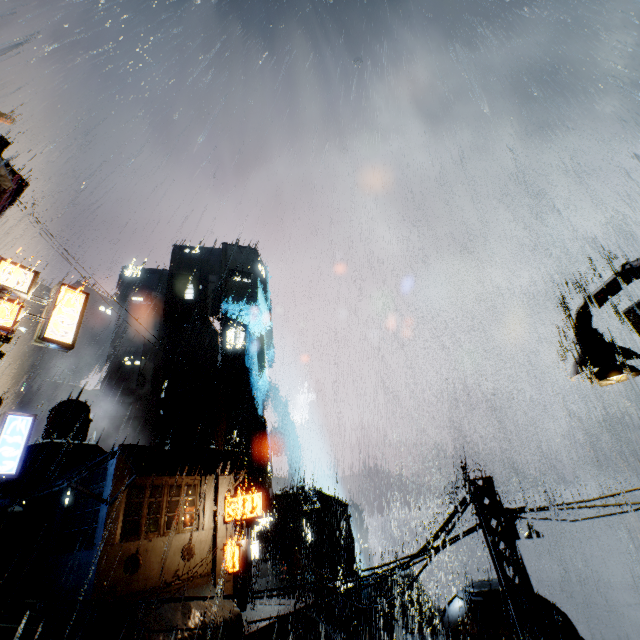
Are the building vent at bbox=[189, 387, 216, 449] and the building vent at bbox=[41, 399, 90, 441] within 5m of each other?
no

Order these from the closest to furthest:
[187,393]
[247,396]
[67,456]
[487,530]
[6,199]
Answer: [487,530] → [6,199] → [67,456] → [247,396] → [187,393]

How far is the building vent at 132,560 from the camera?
16.9m

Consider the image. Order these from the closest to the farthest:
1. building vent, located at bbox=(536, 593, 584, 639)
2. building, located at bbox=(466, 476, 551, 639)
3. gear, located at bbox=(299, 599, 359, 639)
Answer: building, located at bbox=(466, 476, 551, 639)
building vent, located at bbox=(536, 593, 584, 639)
gear, located at bbox=(299, 599, 359, 639)

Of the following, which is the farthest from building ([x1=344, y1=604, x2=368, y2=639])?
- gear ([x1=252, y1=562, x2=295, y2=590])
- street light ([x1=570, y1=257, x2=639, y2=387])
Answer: gear ([x1=252, y1=562, x2=295, y2=590])

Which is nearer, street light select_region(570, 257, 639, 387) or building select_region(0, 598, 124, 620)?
street light select_region(570, 257, 639, 387)

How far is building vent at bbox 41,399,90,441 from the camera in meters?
30.8 m

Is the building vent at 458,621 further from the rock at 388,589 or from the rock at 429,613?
the rock at 388,589
